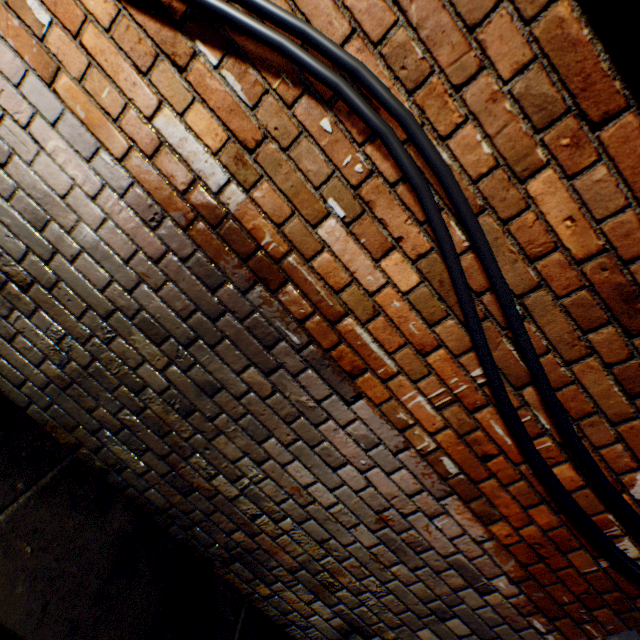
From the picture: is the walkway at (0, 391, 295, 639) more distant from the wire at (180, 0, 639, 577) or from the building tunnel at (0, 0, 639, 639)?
the wire at (180, 0, 639, 577)

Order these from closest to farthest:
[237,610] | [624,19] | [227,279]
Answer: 1. [624,19]
2. [227,279]
3. [237,610]

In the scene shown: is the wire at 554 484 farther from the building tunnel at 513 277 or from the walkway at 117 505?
the walkway at 117 505

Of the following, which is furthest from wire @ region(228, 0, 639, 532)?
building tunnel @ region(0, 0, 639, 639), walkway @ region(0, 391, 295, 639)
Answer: walkway @ region(0, 391, 295, 639)

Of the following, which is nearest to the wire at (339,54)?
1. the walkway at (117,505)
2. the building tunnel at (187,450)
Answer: the building tunnel at (187,450)
